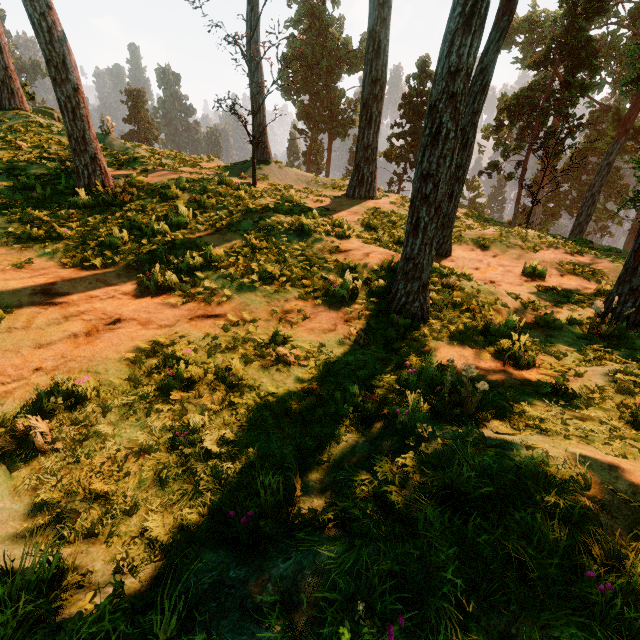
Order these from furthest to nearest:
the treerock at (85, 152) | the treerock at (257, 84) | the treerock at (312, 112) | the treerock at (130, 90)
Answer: the treerock at (130, 90) → the treerock at (257, 84) → the treerock at (85, 152) → the treerock at (312, 112)

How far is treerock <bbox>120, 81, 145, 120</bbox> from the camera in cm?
5853

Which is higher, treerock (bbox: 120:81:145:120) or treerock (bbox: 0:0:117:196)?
treerock (bbox: 120:81:145:120)

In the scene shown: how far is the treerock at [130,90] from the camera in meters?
58.5

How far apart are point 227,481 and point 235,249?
6.5 meters

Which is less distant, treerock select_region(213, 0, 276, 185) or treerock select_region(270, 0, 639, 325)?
treerock select_region(270, 0, 639, 325)

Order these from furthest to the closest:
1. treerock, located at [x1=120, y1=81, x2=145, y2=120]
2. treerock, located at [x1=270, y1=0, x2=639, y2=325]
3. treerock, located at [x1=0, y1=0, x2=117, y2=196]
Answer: treerock, located at [x1=120, y1=81, x2=145, y2=120]
treerock, located at [x1=0, y1=0, x2=117, y2=196]
treerock, located at [x1=270, y1=0, x2=639, y2=325]
